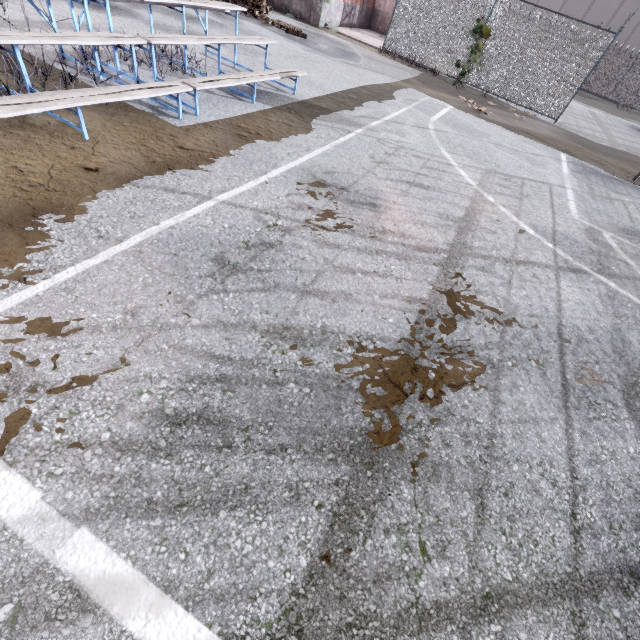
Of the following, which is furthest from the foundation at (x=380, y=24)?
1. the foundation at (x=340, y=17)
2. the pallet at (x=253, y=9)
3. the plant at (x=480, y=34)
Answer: the pallet at (x=253, y=9)

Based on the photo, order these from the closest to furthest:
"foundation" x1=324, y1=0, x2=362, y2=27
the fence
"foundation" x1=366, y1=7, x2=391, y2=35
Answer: the fence < "foundation" x1=324, y1=0, x2=362, y2=27 < "foundation" x1=366, y1=7, x2=391, y2=35

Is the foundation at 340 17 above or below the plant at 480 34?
below

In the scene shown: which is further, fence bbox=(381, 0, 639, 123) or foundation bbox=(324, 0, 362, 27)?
foundation bbox=(324, 0, 362, 27)

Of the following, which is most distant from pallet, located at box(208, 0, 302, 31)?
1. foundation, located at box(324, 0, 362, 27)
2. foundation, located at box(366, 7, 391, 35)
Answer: foundation, located at box(366, 7, 391, 35)

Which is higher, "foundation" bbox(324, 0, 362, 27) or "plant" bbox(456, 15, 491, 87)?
"plant" bbox(456, 15, 491, 87)

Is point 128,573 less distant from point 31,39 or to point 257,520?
point 257,520

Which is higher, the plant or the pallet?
the plant
